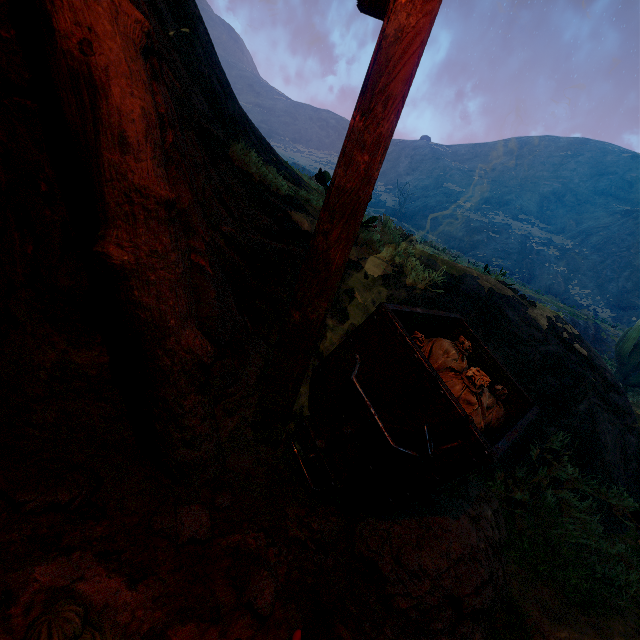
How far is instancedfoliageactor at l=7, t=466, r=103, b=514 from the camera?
1.4 meters

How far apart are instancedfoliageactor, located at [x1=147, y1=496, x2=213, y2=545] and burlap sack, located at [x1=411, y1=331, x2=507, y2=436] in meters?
1.1

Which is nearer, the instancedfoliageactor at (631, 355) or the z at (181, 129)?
the z at (181, 129)

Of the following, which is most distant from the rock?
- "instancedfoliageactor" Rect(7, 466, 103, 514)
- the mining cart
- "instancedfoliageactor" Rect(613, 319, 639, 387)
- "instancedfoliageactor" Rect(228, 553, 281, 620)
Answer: "instancedfoliageactor" Rect(613, 319, 639, 387)

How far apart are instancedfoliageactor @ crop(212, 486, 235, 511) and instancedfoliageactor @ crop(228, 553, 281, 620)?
0.34m

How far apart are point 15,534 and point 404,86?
2.8m

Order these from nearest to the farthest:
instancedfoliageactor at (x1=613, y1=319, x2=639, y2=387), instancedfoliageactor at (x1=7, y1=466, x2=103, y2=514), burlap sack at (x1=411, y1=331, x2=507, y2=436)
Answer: instancedfoliageactor at (x1=7, y1=466, x2=103, y2=514)
burlap sack at (x1=411, y1=331, x2=507, y2=436)
instancedfoliageactor at (x1=613, y1=319, x2=639, y2=387)

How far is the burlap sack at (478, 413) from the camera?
1.9 meters
